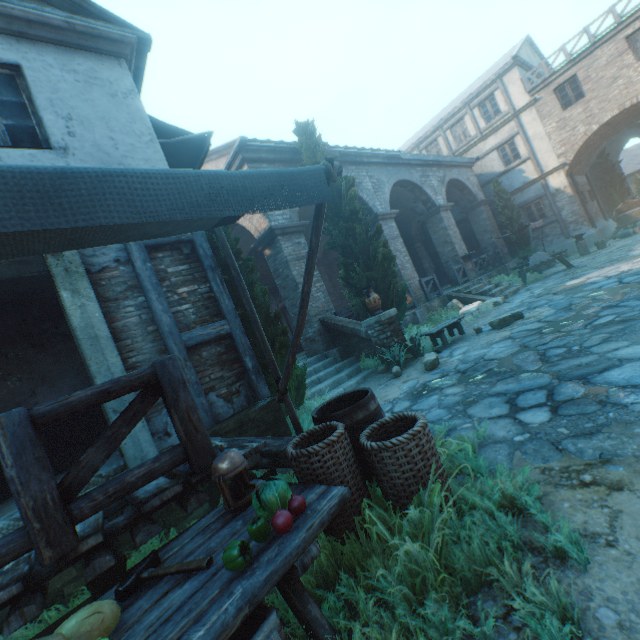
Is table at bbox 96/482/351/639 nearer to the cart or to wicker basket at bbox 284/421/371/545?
wicker basket at bbox 284/421/371/545

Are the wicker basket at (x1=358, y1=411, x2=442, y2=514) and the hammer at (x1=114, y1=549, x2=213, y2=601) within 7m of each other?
yes

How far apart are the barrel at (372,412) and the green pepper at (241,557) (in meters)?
1.11

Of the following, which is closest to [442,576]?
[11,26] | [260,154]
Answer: [11,26]

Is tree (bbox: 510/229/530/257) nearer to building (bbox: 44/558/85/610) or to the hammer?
building (bbox: 44/558/85/610)

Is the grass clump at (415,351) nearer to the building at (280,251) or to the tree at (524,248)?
the tree at (524,248)

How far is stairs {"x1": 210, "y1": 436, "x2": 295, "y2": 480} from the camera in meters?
3.0 m

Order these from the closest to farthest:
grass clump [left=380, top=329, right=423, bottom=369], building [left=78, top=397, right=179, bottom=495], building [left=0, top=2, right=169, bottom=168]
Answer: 1. building [left=78, top=397, right=179, bottom=495]
2. building [left=0, top=2, right=169, bottom=168]
3. grass clump [left=380, top=329, right=423, bottom=369]
